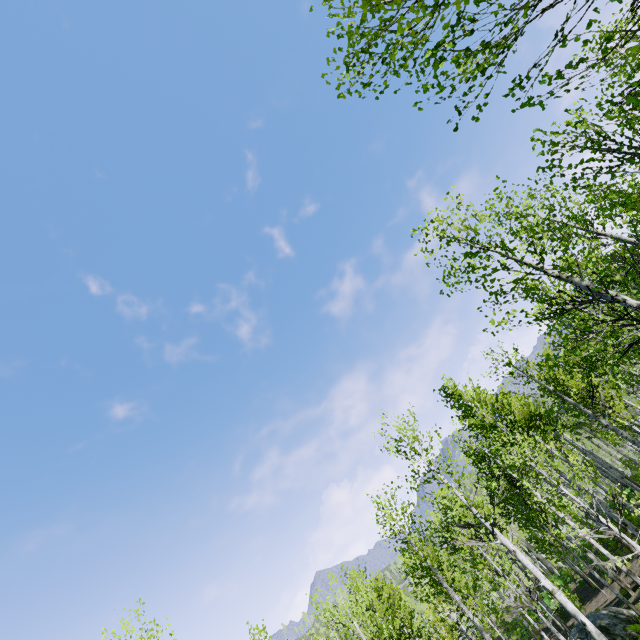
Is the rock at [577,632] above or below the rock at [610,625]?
above

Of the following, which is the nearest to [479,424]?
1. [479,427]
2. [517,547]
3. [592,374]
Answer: [479,427]

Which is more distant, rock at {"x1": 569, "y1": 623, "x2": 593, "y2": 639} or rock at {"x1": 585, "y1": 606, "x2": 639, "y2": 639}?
rock at {"x1": 569, "y1": 623, "x2": 593, "y2": 639}

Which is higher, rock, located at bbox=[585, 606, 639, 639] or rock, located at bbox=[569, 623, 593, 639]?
rock, located at bbox=[569, 623, 593, 639]

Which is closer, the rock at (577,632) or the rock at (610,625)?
the rock at (610,625)
